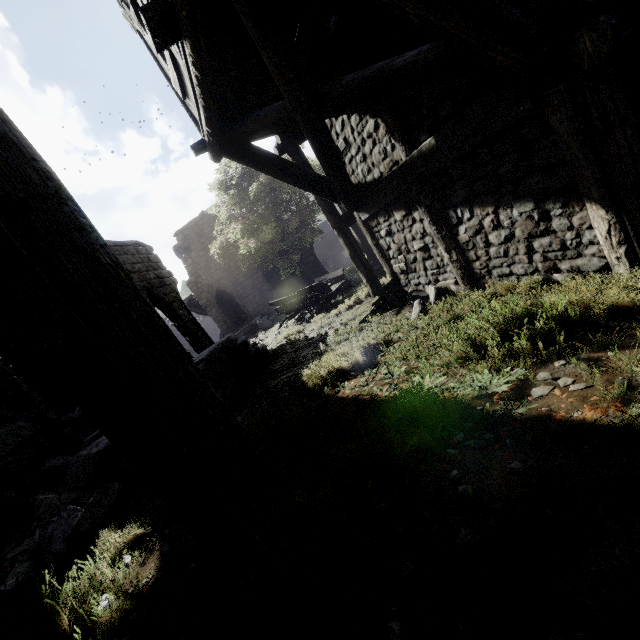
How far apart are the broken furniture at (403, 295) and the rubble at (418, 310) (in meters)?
0.02

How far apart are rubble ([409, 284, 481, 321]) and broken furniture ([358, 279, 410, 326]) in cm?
2

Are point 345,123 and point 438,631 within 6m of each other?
no

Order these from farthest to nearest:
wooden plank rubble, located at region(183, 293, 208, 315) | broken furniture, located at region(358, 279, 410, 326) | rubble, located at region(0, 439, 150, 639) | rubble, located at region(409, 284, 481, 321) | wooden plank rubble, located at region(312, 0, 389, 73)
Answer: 1. wooden plank rubble, located at region(183, 293, 208, 315)
2. broken furniture, located at region(358, 279, 410, 326)
3. rubble, located at region(409, 284, 481, 321)
4. wooden plank rubble, located at region(312, 0, 389, 73)
5. rubble, located at region(0, 439, 150, 639)

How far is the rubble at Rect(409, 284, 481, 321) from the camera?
5.4m

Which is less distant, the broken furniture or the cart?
the broken furniture

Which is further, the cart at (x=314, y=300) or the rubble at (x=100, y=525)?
the cart at (x=314, y=300)

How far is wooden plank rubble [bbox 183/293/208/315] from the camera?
28.41m
